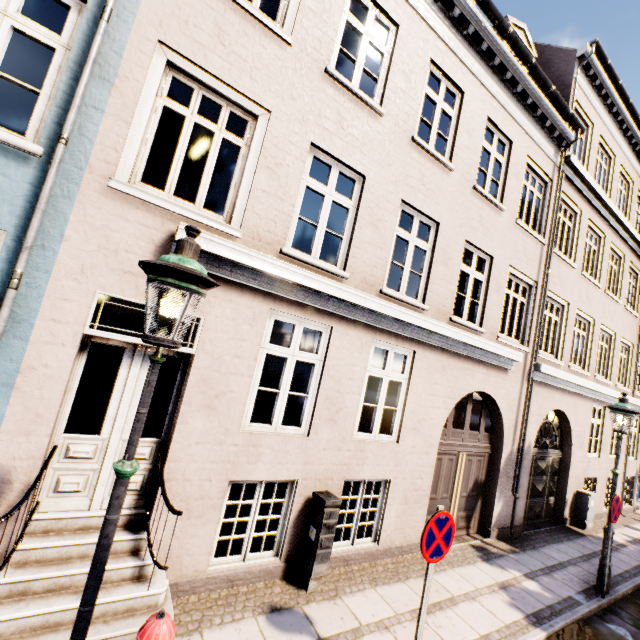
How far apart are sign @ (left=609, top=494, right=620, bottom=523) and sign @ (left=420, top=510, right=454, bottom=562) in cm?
498

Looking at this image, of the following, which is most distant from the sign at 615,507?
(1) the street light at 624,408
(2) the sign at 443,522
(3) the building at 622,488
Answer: (2) the sign at 443,522

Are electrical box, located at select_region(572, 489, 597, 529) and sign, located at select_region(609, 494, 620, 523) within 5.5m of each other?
yes

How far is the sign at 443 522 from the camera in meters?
3.4

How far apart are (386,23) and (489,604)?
10.2m

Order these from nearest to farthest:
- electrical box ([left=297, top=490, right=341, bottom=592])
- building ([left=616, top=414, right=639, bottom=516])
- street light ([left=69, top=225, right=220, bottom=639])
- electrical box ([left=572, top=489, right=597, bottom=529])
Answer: Answer:
1. street light ([left=69, top=225, right=220, bottom=639])
2. electrical box ([left=297, top=490, right=341, bottom=592])
3. electrical box ([left=572, top=489, right=597, bottom=529])
4. building ([left=616, top=414, right=639, bottom=516])

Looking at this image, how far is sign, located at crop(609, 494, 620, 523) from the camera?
6.2 meters

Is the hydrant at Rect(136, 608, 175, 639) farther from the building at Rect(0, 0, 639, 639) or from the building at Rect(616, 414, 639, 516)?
the building at Rect(0, 0, 639, 639)
